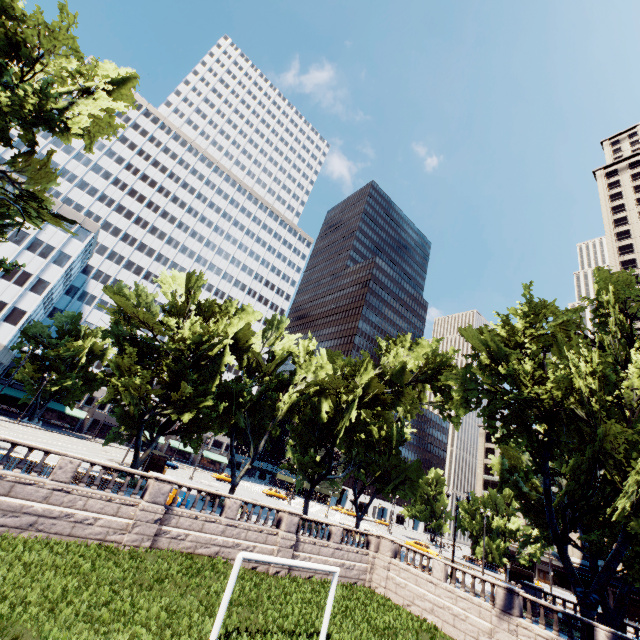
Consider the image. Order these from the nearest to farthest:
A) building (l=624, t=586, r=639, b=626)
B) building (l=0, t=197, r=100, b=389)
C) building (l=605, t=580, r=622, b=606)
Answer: building (l=624, t=586, r=639, b=626) → building (l=605, t=580, r=622, b=606) → building (l=0, t=197, r=100, b=389)

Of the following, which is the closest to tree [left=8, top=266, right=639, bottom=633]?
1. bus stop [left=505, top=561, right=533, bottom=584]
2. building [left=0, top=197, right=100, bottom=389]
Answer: building [left=0, top=197, right=100, bottom=389]

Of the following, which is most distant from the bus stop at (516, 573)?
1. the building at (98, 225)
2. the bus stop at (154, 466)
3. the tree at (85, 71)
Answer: the building at (98, 225)

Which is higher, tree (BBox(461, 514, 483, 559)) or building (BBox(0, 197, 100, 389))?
building (BBox(0, 197, 100, 389))

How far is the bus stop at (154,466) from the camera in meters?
34.8

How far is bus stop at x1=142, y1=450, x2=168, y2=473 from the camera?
34.8m

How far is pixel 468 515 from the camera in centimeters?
5938cm

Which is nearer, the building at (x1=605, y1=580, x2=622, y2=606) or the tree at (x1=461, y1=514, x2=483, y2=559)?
the building at (x1=605, y1=580, x2=622, y2=606)
